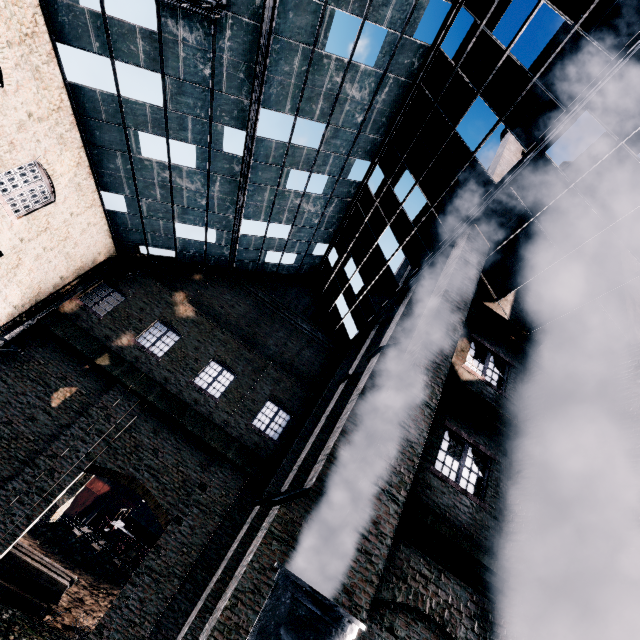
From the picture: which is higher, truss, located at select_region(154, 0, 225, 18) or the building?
truss, located at select_region(154, 0, 225, 18)

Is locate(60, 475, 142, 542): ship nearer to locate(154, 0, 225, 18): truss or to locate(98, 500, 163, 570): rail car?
locate(98, 500, 163, 570): rail car

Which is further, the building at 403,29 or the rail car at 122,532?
the rail car at 122,532

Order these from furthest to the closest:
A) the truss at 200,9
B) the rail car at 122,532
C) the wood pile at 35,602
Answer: the rail car at 122,532 < the wood pile at 35,602 < the truss at 200,9

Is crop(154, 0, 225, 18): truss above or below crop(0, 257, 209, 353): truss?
above

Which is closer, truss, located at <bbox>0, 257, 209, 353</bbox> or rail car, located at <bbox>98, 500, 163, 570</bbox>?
truss, located at <bbox>0, 257, 209, 353</bbox>

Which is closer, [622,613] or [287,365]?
[622,613]

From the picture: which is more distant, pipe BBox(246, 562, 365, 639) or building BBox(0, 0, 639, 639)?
building BBox(0, 0, 639, 639)
